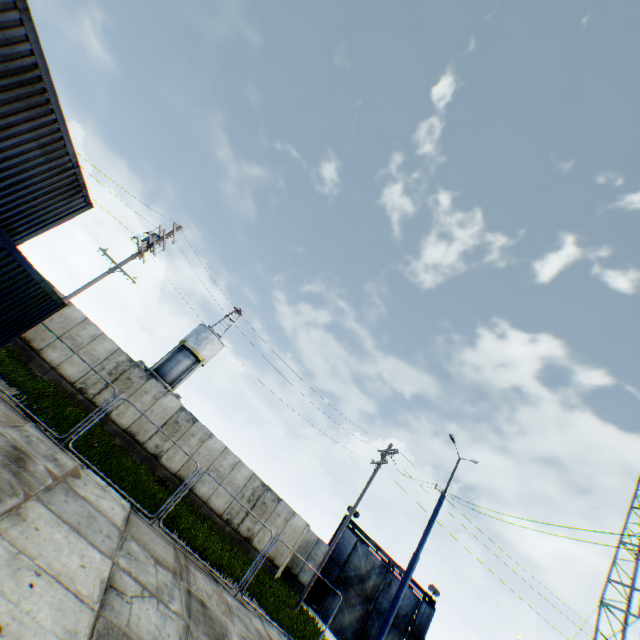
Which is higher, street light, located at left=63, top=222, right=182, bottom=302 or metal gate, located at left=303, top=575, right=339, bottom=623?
street light, located at left=63, top=222, right=182, bottom=302

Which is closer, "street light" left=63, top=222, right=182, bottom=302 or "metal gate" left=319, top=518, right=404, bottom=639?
"street light" left=63, top=222, right=182, bottom=302

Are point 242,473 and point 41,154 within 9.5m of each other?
no

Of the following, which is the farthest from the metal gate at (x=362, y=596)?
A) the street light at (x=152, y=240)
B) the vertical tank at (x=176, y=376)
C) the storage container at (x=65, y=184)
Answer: the storage container at (x=65, y=184)

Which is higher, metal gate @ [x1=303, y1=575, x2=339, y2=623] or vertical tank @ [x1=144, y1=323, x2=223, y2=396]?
vertical tank @ [x1=144, y1=323, x2=223, y2=396]

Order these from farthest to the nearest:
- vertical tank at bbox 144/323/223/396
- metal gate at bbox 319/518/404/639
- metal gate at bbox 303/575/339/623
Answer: vertical tank at bbox 144/323/223/396 → metal gate at bbox 319/518/404/639 → metal gate at bbox 303/575/339/623

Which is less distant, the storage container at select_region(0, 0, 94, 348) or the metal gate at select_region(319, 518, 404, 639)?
the storage container at select_region(0, 0, 94, 348)

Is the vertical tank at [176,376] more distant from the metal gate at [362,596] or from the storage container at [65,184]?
the storage container at [65,184]
